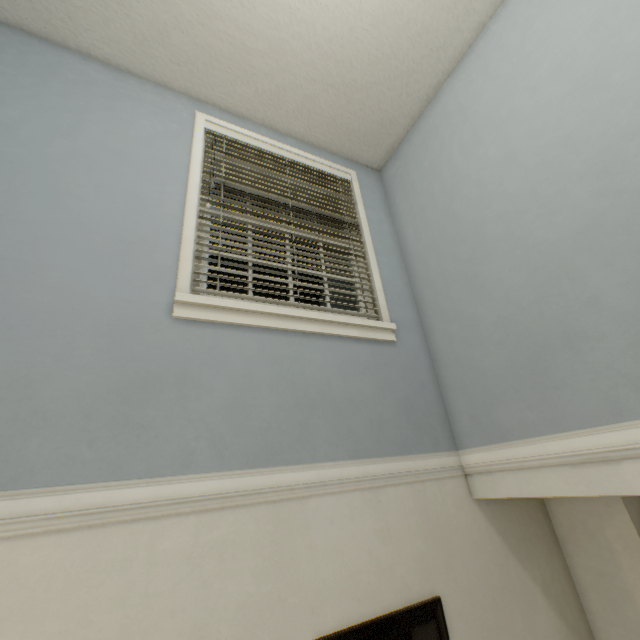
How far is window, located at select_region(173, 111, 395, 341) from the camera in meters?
1.6

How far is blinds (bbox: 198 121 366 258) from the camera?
2.0 meters

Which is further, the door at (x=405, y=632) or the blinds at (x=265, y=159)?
the blinds at (x=265, y=159)

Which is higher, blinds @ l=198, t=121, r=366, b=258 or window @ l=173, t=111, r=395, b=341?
blinds @ l=198, t=121, r=366, b=258

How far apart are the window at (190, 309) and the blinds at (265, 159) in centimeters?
0cm

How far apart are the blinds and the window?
0.00m

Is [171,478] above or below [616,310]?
below

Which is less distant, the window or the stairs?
the stairs
